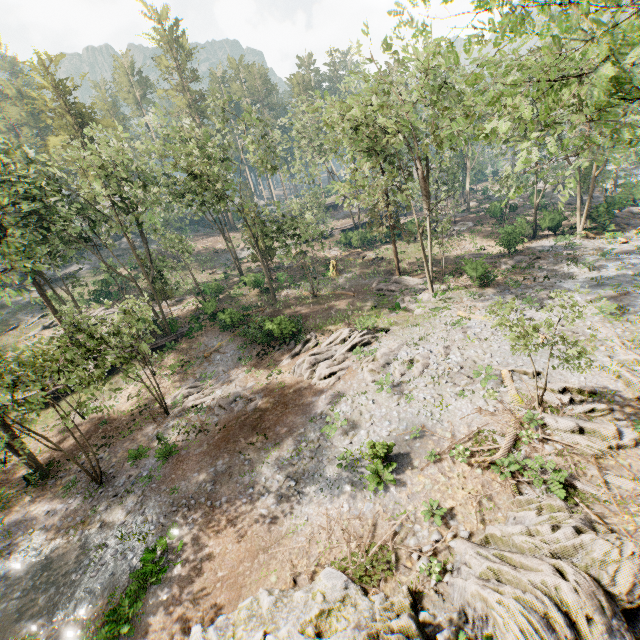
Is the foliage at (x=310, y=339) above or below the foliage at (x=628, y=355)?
below

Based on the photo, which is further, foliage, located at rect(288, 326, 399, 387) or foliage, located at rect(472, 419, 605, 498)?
foliage, located at rect(288, 326, 399, 387)

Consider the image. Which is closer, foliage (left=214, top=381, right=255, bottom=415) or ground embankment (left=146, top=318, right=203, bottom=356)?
foliage (left=214, top=381, right=255, bottom=415)

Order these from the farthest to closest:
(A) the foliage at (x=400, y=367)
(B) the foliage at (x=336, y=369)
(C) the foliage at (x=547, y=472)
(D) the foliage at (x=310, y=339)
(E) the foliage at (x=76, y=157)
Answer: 1. (D) the foliage at (x=310, y=339)
2. (B) the foliage at (x=336, y=369)
3. (A) the foliage at (x=400, y=367)
4. (E) the foliage at (x=76, y=157)
5. (C) the foliage at (x=547, y=472)

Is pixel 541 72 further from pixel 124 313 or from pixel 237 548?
pixel 237 548

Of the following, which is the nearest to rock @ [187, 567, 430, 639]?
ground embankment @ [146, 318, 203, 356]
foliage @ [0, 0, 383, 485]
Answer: foliage @ [0, 0, 383, 485]

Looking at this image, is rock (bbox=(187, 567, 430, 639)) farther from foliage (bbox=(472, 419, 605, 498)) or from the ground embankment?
the ground embankment
